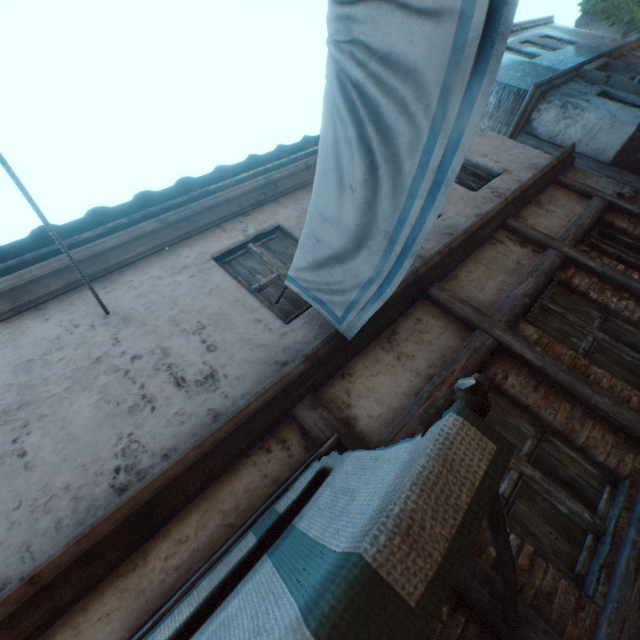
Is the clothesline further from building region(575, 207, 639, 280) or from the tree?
the tree

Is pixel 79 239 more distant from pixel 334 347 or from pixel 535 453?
pixel 535 453

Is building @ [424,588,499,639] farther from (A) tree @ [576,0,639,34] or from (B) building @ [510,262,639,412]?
(A) tree @ [576,0,639,34]

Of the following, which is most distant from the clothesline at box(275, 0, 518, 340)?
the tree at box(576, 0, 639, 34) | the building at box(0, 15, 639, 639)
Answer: the tree at box(576, 0, 639, 34)

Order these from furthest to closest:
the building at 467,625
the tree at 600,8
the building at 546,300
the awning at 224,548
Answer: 1. the tree at 600,8
2. the building at 546,300
3. the building at 467,625
4. the awning at 224,548

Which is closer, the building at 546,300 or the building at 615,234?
the building at 546,300

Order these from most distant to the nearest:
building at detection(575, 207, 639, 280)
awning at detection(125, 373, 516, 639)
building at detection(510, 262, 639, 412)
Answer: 1. building at detection(575, 207, 639, 280)
2. building at detection(510, 262, 639, 412)
3. awning at detection(125, 373, 516, 639)

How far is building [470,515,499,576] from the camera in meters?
2.1
